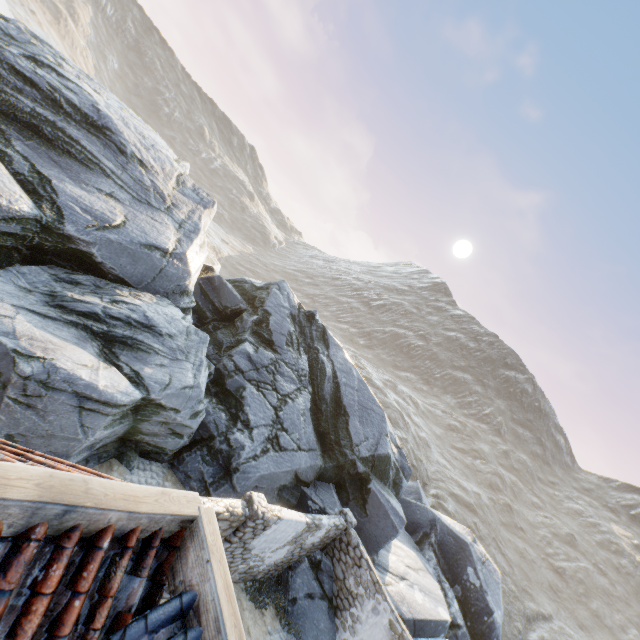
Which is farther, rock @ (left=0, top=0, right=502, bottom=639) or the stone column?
rock @ (left=0, top=0, right=502, bottom=639)

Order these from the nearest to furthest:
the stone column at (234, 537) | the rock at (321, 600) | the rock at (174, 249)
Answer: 1. the stone column at (234, 537)
2. the rock at (174, 249)
3. the rock at (321, 600)

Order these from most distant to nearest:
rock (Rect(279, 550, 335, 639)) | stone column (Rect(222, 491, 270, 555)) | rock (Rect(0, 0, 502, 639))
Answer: rock (Rect(279, 550, 335, 639)) → rock (Rect(0, 0, 502, 639)) → stone column (Rect(222, 491, 270, 555))

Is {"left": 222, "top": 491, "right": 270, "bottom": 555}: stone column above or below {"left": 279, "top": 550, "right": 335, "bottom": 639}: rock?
above

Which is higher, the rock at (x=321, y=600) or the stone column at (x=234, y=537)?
the stone column at (x=234, y=537)

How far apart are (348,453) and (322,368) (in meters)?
4.48

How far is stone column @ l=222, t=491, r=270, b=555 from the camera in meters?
8.0
